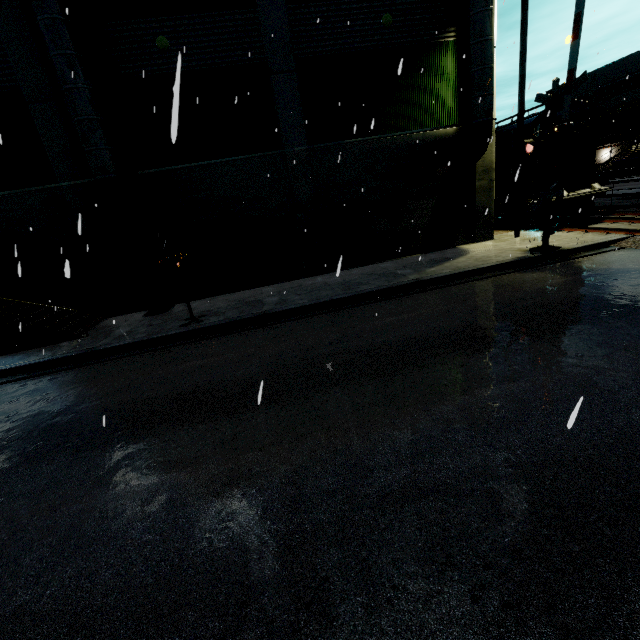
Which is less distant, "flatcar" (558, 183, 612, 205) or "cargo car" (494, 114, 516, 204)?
"flatcar" (558, 183, 612, 205)

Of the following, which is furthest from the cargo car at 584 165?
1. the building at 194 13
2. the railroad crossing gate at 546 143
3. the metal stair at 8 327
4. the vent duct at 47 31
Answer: the metal stair at 8 327

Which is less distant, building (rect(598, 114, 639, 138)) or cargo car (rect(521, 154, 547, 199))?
cargo car (rect(521, 154, 547, 199))

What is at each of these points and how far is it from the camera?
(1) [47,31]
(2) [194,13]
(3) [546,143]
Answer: (1) vent duct, 9.0m
(2) building, 10.7m
(3) railroad crossing gate, 10.7m

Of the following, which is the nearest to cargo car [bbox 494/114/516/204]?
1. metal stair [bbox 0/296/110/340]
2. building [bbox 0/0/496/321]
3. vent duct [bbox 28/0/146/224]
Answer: building [bbox 0/0/496/321]

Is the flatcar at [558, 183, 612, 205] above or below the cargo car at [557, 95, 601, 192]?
below

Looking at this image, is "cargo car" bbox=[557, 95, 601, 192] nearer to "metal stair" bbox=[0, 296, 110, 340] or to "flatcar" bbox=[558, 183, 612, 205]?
"flatcar" bbox=[558, 183, 612, 205]

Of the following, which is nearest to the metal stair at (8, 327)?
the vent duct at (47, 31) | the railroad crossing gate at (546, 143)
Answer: the vent duct at (47, 31)
